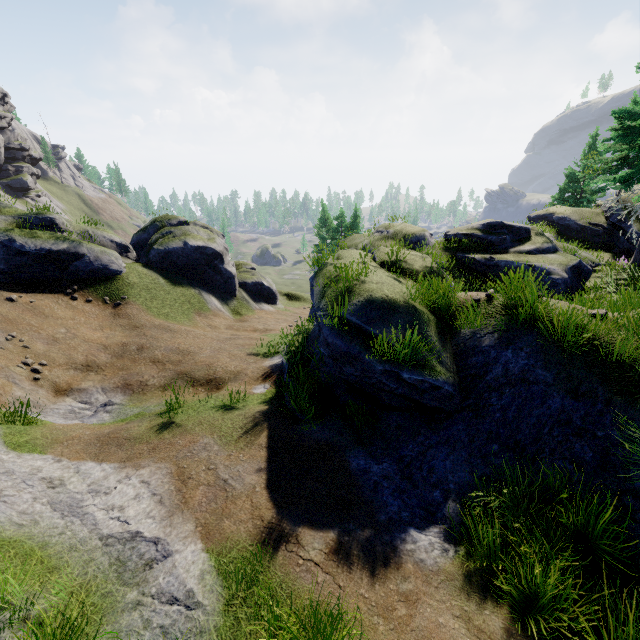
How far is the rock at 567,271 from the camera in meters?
12.2 m

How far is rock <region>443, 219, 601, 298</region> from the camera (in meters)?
12.18

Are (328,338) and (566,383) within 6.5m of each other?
yes
